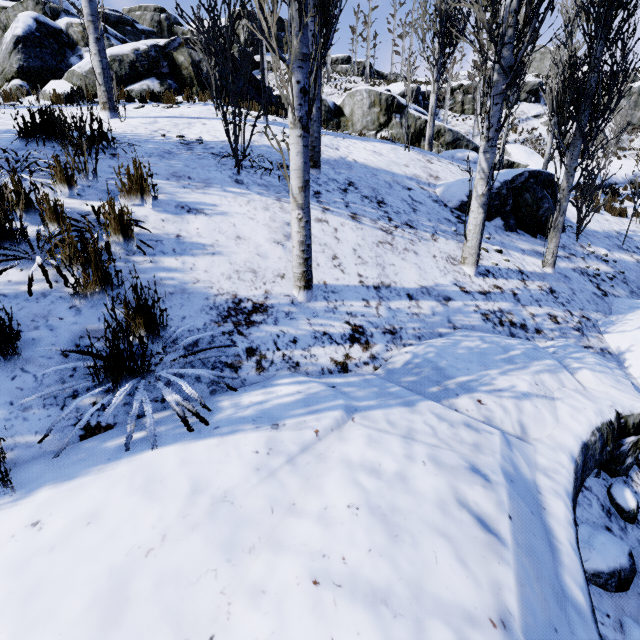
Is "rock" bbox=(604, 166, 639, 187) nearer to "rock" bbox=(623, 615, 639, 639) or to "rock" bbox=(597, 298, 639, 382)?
"rock" bbox=(597, 298, 639, 382)

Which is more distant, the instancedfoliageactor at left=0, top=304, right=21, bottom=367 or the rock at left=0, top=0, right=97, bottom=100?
the rock at left=0, top=0, right=97, bottom=100

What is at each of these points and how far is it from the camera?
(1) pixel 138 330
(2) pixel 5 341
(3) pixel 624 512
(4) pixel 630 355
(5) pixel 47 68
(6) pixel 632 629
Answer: (1) instancedfoliageactor, 2.21m
(2) instancedfoliageactor, 1.86m
(3) rock, 2.78m
(4) rock, 4.81m
(5) rock, 11.55m
(6) rock, 2.12m

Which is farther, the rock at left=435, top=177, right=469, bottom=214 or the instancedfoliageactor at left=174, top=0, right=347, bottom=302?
the rock at left=435, top=177, right=469, bottom=214

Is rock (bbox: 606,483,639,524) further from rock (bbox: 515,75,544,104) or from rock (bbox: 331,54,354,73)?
rock (bbox: 331,54,354,73)

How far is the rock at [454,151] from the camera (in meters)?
11.58

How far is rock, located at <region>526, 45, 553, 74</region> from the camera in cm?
5303
